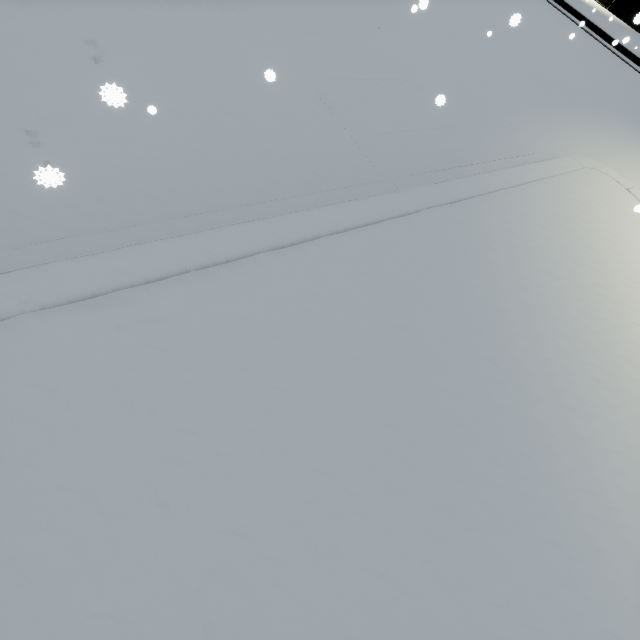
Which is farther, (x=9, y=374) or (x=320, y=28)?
(x=320, y=28)
